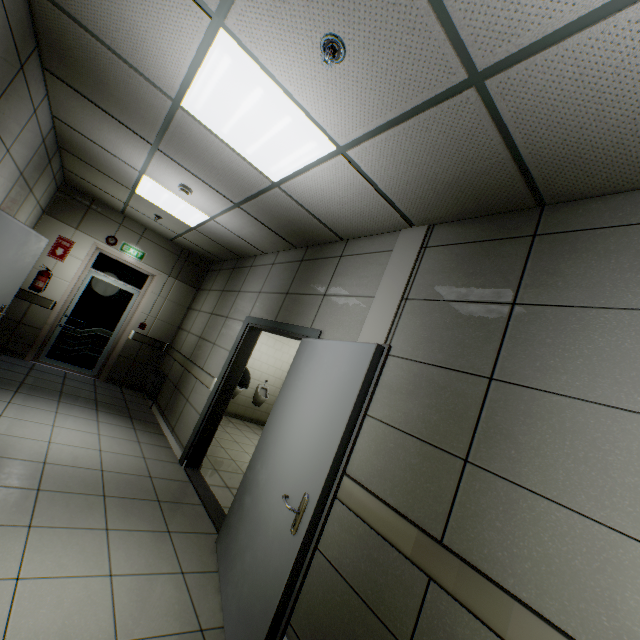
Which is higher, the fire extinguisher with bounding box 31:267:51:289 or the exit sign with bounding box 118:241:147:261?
the exit sign with bounding box 118:241:147:261

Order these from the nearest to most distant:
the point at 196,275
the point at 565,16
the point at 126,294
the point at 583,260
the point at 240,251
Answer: the point at 565,16 < the point at 583,260 < the point at 240,251 < the point at 126,294 < the point at 196,275

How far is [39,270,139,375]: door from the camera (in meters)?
6.32

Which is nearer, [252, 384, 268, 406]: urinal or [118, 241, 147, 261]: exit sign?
[118, 241, 147, 261]: exit sign

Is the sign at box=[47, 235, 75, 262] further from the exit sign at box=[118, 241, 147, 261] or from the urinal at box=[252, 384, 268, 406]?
→ the urinal at box=[252, 384, 268, 406]

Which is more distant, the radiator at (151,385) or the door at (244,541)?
the radiator at (151,385)

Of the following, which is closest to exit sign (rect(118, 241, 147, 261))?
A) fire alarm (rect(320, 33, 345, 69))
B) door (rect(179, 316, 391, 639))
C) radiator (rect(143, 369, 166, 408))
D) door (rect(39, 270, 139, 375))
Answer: door (rect(39, 270, 139, 375))

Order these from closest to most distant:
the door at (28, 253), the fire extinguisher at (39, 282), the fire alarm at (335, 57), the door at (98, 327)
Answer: the fire alarm at (335, 57), the door at (28, 253), the fire extinguisher at (39, 282), the door at (98, 327)
